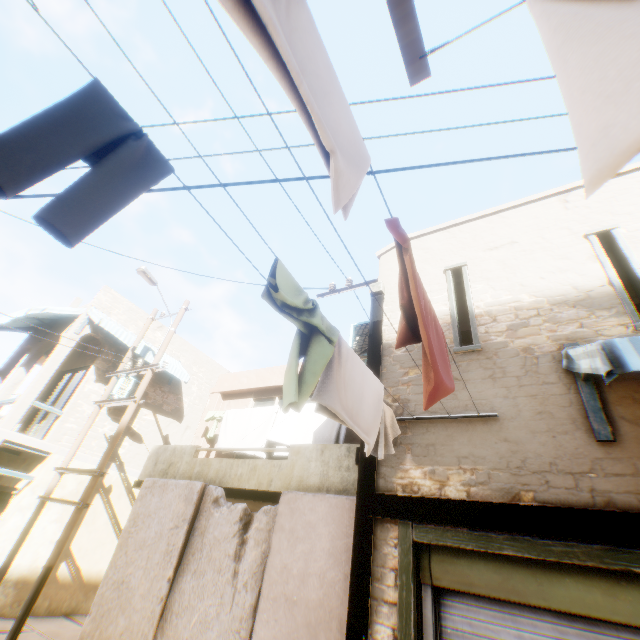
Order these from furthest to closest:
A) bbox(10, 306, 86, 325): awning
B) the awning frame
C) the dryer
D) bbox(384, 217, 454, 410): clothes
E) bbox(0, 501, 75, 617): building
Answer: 1. bbox(10, 306, 86, 325): awning
2. bbox(0, 501, 75, 617): building
3. the awning frame
4. bbox(384, 217, 454, 410): clothes
5. the dryer

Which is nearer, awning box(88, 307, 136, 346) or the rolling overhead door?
the rolling overhead door

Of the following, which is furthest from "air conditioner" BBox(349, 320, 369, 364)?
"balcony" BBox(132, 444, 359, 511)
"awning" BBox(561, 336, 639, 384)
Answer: "awning" BBox(561, 336, 639, 384)

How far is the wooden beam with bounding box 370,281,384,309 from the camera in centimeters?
604cm

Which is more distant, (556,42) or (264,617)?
(264,617)

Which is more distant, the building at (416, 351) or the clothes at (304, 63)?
the building at (416, 351)

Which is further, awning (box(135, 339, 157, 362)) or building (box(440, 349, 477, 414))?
awning (box(135, 339, 157, 362))

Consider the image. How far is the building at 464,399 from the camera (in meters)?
4.20
